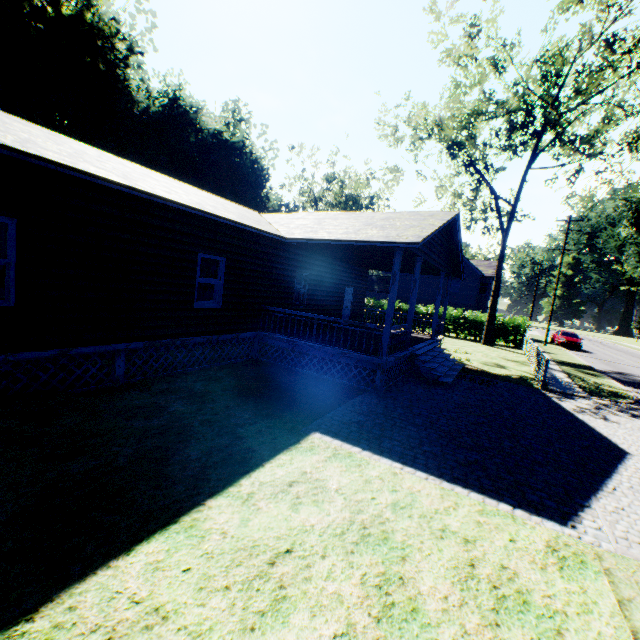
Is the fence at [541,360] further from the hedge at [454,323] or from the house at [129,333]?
the house at [129,333]

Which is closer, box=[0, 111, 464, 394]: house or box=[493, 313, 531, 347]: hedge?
box=[0, 111, 464, 394]: house

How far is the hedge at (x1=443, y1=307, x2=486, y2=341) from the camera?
27.88m

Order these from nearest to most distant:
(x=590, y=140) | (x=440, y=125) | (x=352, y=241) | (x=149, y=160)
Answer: (x=352, y=241)
(x=590, y=140)
(x=440, y=125)
(x=149, y=160)

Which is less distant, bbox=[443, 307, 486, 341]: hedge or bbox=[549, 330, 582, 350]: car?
bbox=[443, 307, 486, 341]: hedge

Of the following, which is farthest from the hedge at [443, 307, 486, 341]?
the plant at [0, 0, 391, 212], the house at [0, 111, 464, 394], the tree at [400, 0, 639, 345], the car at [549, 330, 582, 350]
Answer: the plant at [0, 0, 391, 212]

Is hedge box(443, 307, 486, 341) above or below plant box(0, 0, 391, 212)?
below

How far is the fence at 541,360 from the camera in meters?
12.7
